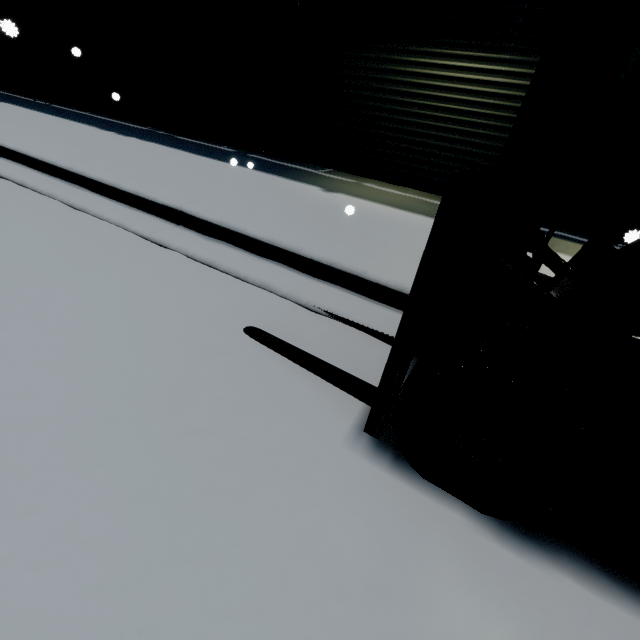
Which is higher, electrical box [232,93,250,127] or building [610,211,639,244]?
electrical box [232,93,250,127]

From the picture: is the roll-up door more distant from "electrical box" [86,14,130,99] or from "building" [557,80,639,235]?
"electrical box" [86,14,130,99]

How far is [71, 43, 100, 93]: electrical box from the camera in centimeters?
807cm

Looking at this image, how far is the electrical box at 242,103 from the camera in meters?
6.3

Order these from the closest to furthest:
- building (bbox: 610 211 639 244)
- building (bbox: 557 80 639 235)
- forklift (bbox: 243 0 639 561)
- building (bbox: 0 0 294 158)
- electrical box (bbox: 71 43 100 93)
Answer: forklift (bbox: 243 0 639 561) → building (bbox: 610 211 639 244) → building (bbox: 557 80 639 235) → building (bbox: 0 0 294 158) → electrical box (bbox: 71 43 100 93)

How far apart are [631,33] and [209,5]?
8.2 meters
